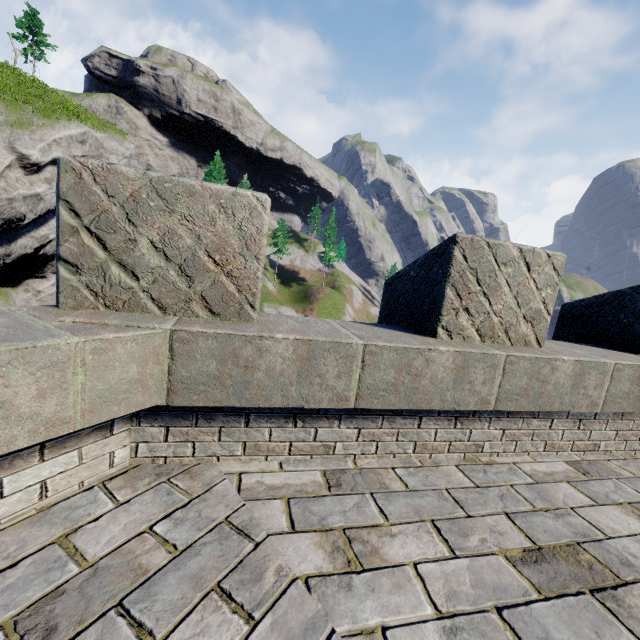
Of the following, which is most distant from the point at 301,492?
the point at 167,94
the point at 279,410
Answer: the point at 167,94
